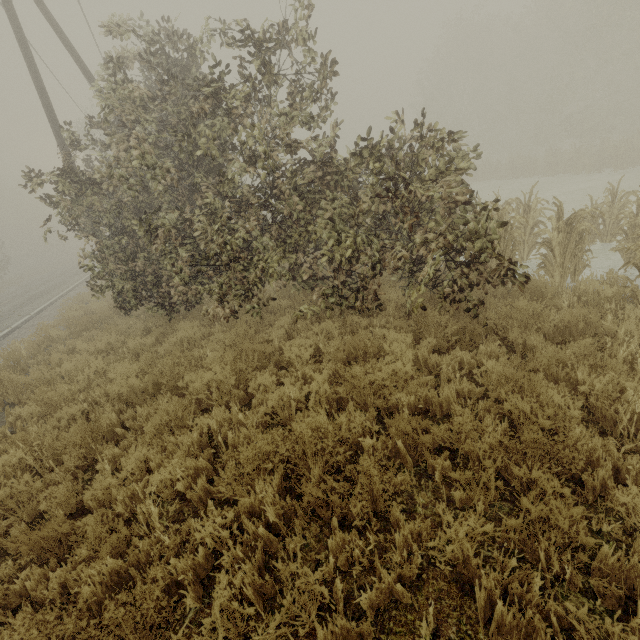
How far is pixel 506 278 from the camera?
5.3 meters
